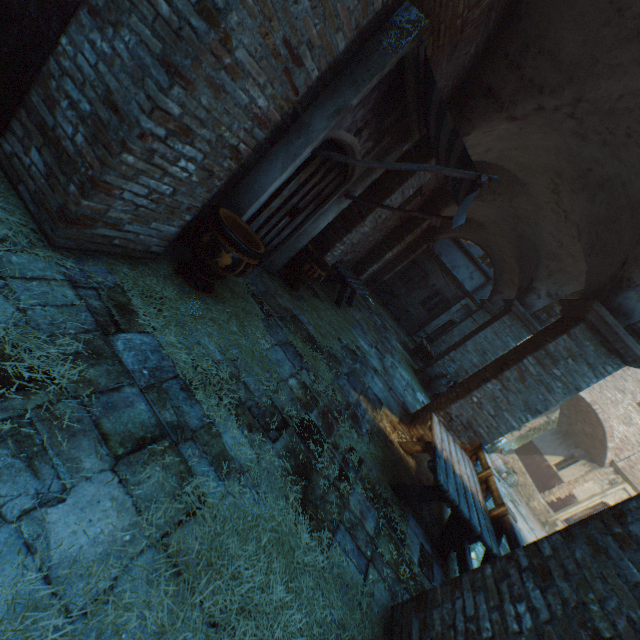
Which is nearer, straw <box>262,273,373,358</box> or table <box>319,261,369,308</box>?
straw <box>262,273,373,358</box>

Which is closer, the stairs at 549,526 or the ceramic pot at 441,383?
the ceramic pot at 441,383

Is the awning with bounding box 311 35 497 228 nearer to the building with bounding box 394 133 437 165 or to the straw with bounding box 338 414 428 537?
the straw with bounding box 338 414 428 537

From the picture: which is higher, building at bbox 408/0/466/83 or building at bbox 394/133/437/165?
building at bbox 408/0/466/83

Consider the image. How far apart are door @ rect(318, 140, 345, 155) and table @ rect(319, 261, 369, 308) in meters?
2.7 m

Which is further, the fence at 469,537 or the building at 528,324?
the fence at 469,537

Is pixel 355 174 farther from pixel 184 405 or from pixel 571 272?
pixel 571 272

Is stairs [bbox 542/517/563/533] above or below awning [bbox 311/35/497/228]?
below
